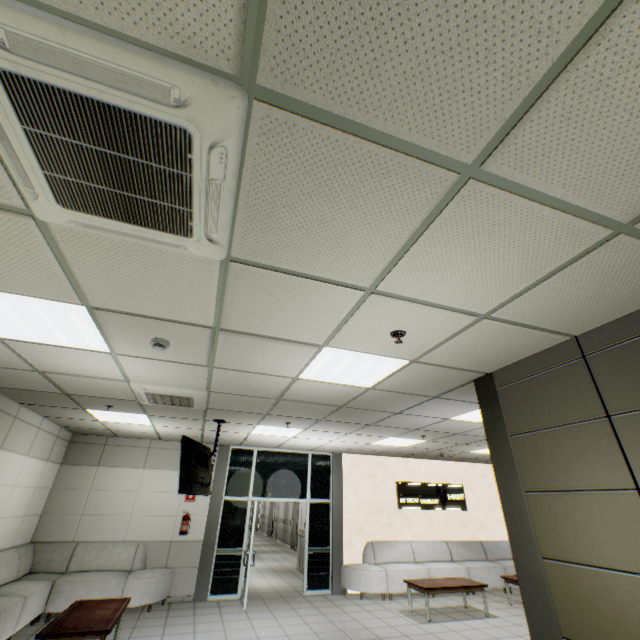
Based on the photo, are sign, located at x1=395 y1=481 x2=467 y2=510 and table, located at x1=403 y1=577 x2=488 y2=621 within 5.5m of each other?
yes

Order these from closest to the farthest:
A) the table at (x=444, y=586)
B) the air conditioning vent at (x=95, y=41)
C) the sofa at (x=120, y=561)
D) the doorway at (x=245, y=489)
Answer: the air conditioning vent at (x=95, y=41) → the sofa at (x=120, y=561) → the table at (x=444, y=586) → the doorway at (x=245, y=489)

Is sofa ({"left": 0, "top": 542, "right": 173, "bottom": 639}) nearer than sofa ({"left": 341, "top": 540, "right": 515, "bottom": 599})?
Yes

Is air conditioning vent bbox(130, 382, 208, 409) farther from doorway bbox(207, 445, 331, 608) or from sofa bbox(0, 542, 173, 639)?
doorway bbox(207, 445, 331, 608)

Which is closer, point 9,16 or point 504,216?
point 9,16

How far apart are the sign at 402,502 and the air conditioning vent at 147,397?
7.1 meters

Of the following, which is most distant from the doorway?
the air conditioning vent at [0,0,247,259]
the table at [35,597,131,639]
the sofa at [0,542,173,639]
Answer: the air conditioning vent at [0,0,247,259]

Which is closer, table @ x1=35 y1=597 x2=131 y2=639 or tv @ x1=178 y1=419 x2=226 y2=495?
table @ x1=35 y1=597 x2=131 y2=639
